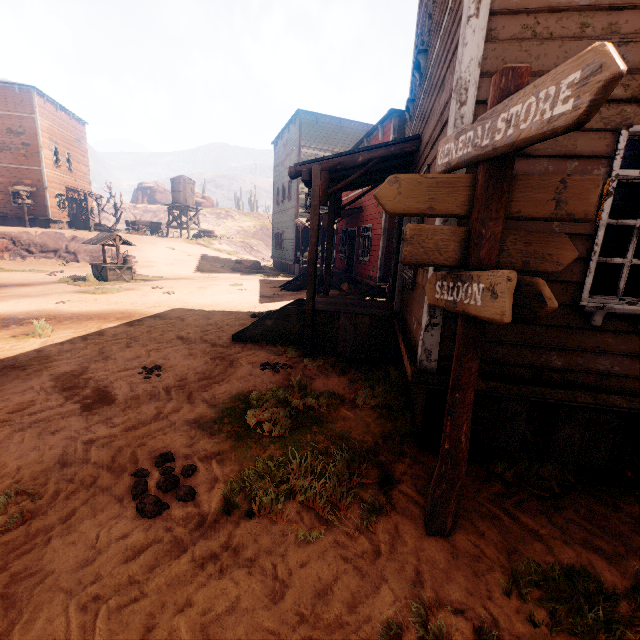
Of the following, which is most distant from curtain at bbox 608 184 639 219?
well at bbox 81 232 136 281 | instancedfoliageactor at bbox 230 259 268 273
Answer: instancedfoliageactor at bbox 230 259 268 273

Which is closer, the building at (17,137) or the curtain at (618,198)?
the curtain at (618,198)

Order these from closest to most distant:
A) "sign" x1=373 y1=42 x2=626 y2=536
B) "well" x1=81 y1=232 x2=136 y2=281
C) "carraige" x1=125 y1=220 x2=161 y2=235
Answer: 1. "sign" x1=373 y1=42 x2=626 y2=536
2. "well" x1=81 y1=232 x2=136 y2=281
3. "carraige" x1=125 y1=220 x2=161 y2=235

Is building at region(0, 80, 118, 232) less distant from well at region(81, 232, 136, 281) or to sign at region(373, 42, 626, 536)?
sign at region(373, 42, 626, 536)

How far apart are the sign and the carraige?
38.5 meters

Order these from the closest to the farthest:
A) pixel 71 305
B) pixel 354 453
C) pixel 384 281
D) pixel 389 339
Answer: pixel 354 453, pixel 389 339, pixel 71 305, pixel 384 281

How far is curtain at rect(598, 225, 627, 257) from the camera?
3.0 meters

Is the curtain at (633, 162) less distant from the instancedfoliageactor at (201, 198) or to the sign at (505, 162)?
the sign at (505, 162)
